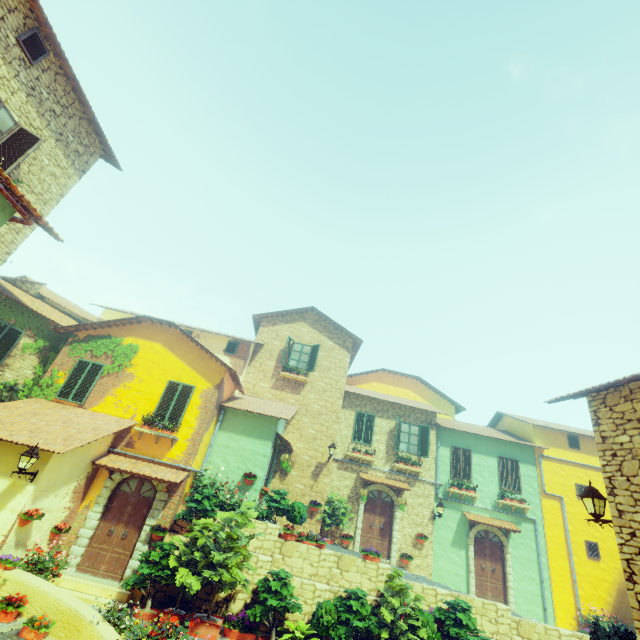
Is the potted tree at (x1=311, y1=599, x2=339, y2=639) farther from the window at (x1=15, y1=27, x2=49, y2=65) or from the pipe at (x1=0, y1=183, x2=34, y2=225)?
the window at (x1=15, y1=27, x2=49, y2=65)

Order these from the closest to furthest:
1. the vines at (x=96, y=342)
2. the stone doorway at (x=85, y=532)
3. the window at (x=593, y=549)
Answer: the stone doorway at (x=85, y=532), the vines at (x=96, y=342), the window at (x=593, y=549)

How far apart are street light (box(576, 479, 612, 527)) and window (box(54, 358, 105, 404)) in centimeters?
1529cm

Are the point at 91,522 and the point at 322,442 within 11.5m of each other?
yes

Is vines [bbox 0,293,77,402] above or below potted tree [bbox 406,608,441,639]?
above

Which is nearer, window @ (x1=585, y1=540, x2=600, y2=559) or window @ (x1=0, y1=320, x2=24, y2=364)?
window @ (x1=0, y1=320, x2=24, y2=364)

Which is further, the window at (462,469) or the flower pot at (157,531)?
the window at (462,469)

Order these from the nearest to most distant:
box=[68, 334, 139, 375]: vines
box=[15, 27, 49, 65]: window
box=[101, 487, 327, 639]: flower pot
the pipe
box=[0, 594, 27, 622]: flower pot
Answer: the pipe
box=[0, 594, 27, 622]: flower pot
box=[101, 487, 327, 639]: flower pot
box=[15, 27, 49, 65]: window
box=[68, 334, 139, 375]: vines
